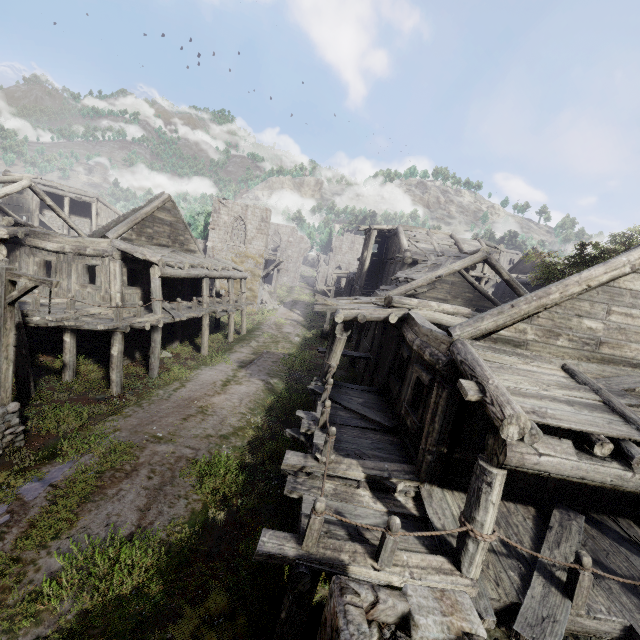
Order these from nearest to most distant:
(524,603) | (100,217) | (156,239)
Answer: (524,603) < (156,239) < (100,217)

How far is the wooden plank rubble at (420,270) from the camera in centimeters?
1694cm

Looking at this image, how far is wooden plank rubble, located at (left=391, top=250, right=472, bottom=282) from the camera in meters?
16.9

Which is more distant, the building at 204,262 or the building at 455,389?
the building at 204,262

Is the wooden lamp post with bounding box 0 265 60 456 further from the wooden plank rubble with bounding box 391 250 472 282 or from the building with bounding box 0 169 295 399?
the wooden plank rubble with bounding box 391 250 472 282

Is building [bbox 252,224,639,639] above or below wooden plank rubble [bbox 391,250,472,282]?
below

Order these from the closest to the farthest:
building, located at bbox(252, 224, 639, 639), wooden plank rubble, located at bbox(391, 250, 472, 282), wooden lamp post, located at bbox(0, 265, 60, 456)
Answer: building, located at bbox(252, 224, 639, 639) → wooden lamp post, located at bbox(0, 265, 60, 456) → wooden plank rubble, located at bbox(391, 250, 472, 282)

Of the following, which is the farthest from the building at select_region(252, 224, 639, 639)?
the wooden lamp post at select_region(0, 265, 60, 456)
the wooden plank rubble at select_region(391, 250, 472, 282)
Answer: the wooden lamp post at select_region(0, 265, 60, 456)
